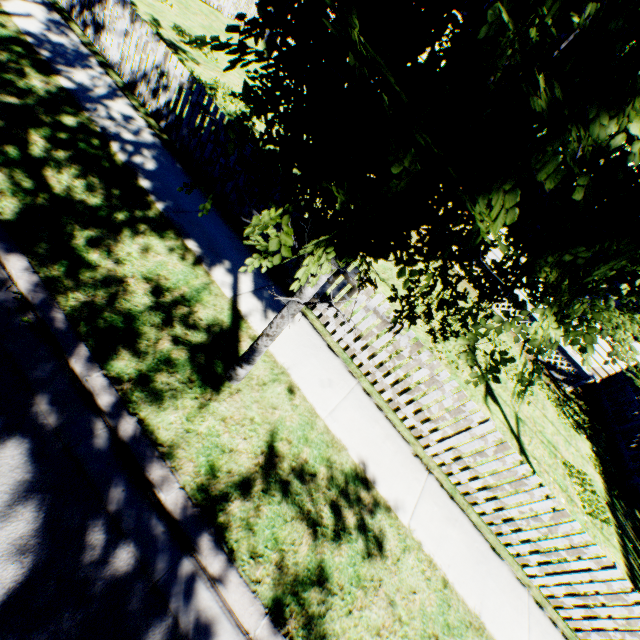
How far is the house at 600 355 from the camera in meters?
12.0

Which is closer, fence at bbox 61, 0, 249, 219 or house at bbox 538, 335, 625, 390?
fence at bbox 61, 0, 249, 219

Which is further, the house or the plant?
the house

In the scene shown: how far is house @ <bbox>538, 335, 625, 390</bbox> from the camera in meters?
12.0 m

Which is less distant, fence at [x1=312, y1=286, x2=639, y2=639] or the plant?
the plant

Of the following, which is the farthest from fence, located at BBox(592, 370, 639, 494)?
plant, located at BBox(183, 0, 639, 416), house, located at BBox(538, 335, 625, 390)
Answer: house, located at BBox(538, 335, 625, 390)

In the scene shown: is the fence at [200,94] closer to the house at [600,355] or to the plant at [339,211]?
the plant at [339,211]

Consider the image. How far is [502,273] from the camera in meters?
2.1 m
